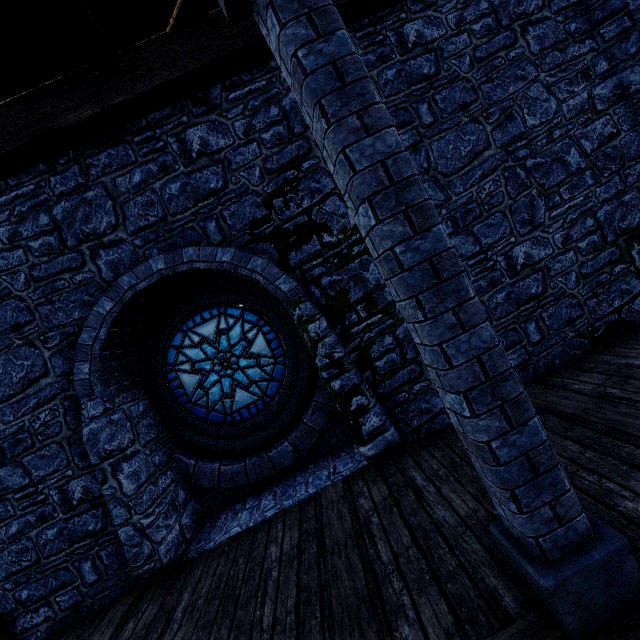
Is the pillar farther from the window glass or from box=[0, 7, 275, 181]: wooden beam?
the window glass

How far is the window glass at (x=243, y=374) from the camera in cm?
555

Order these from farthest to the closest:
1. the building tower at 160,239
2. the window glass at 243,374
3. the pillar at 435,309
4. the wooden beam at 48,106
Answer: the window glass at 243,374 < the building tower at 160,239 < the wooden beam at 48,106 < the pillar at 435,309

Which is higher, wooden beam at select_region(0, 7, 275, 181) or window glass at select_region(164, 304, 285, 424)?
wooden beam at select_region(0, 7, 275, 181)

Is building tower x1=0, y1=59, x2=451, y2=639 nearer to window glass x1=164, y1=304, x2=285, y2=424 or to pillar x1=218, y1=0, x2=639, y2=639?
window glass x1=164, y1=304, x2=285, y2=424

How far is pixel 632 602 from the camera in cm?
174

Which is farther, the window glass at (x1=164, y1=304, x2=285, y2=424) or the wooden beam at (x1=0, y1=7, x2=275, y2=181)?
the window glass at (x1=164, y1=304, x2=285, y2=424)

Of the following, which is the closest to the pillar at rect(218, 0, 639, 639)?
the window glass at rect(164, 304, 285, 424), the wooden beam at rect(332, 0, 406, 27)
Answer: the wooden beam at rect(332, 0, 406, 27)
